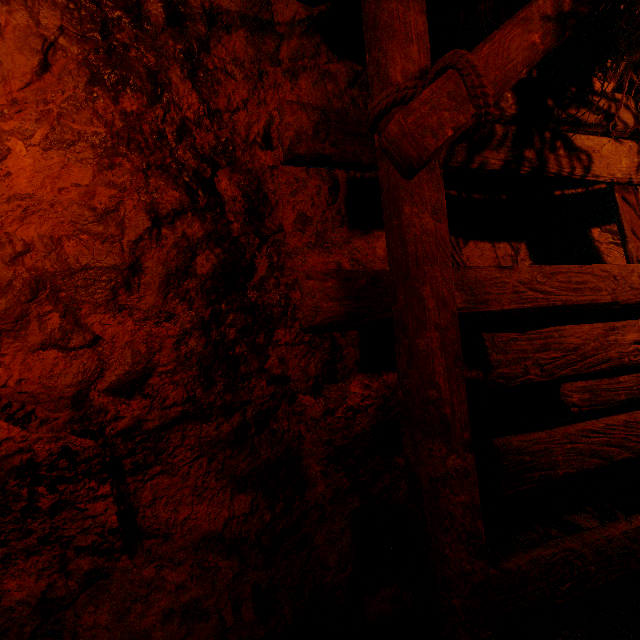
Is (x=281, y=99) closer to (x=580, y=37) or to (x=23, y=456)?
(x=23, y=456)
